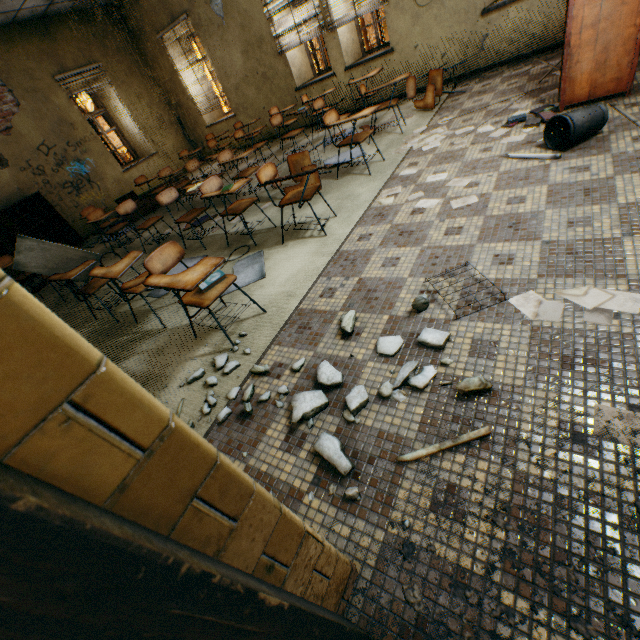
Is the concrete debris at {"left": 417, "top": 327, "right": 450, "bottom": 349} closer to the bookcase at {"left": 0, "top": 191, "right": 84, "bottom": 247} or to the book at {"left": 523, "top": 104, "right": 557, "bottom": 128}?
the book at {"left": 523, "top": 104, "right": 557, "bottom": 128}

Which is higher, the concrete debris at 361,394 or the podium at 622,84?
the podium at 622,84

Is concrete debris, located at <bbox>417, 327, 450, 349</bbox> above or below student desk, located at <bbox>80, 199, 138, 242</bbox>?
below

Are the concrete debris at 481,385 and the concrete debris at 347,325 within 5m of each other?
yes

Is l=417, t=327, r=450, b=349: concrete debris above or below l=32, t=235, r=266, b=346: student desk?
below

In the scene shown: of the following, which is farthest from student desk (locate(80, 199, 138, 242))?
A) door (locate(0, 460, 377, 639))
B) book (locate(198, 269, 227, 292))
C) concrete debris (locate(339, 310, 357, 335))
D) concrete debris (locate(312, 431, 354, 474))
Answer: door (locate(0, 460, 377, 639))

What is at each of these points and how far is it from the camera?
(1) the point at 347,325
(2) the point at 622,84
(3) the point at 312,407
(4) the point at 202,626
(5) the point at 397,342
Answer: (1) concrete debris, 2.15m
(2) podium, 3.16m
(3) concrete debris, 1.78m
(4) door, 0.47m
(5) concrete debris, 1.93m

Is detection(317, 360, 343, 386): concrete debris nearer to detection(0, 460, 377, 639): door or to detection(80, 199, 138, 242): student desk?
detection(0, 460, 377, 639): door
